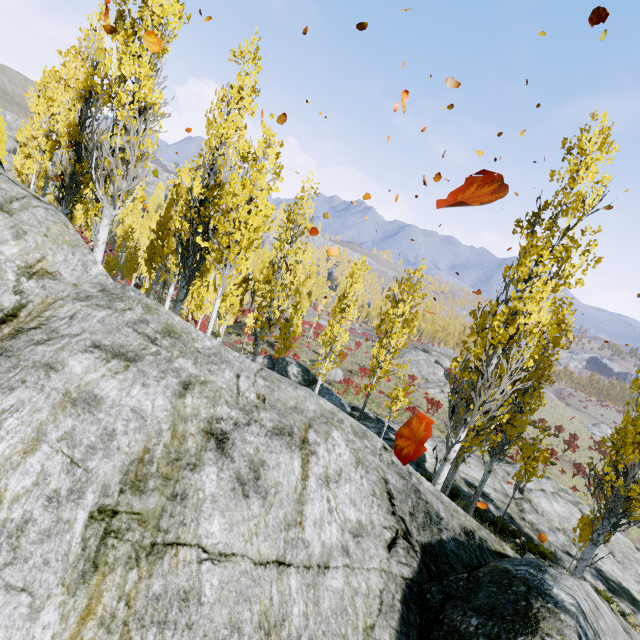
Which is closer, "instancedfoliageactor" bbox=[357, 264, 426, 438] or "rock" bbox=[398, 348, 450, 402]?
"instancedfoliageactor" bbox=[357, 264, 426, 438]

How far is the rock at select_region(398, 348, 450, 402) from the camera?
40.3m

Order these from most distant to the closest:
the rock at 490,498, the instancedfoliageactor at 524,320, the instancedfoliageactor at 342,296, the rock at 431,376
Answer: the rock at 431,376, the rock at 490,498, the instancedfoliageactor at 342,296, the instancedfoliageactor at 524,320

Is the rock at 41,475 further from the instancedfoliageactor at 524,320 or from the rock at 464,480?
the rock at 464,480

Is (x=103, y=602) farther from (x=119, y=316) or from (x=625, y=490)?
(x=625, y=490)

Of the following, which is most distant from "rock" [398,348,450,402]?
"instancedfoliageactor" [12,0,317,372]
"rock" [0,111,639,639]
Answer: "rock" [0,111,639,639]

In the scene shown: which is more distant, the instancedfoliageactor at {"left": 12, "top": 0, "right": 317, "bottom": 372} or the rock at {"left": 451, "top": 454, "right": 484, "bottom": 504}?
the rock at {"left": 451, "top": 454, "right": 484, "bottom": 504}
